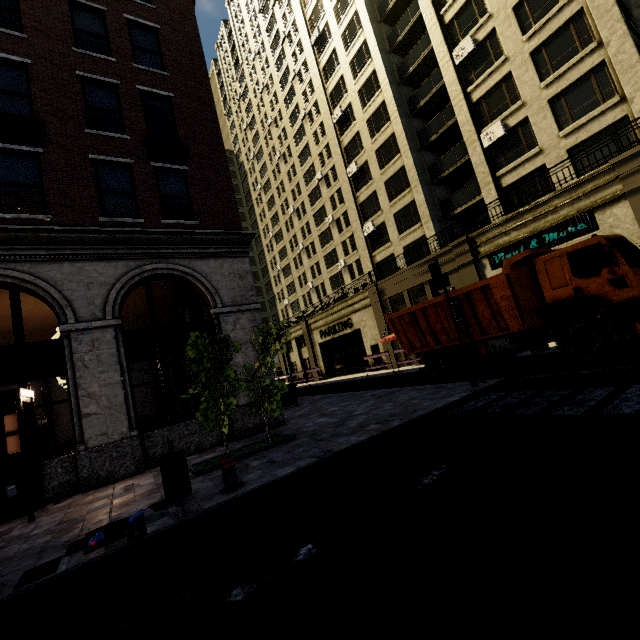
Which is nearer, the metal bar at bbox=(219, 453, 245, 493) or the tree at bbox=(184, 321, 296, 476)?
the metal bar at bbox=(219, 453, 245, 493)

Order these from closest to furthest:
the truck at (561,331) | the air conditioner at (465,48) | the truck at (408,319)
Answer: the truck at (561,331) → the truck at (408,319) → the air conditioner at (465,48)

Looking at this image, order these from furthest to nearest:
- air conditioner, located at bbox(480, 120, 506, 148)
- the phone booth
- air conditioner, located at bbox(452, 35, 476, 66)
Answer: air conditioner, located at bbox(452, 35, 476, 66), air conditioner, located at bbox(480, 120, 506, 148), the phone booth

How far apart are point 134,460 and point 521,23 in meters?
27.7 m

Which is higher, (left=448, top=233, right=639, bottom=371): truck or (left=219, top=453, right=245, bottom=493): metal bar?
(left=448, top=233, right=639, bottom=371): truck

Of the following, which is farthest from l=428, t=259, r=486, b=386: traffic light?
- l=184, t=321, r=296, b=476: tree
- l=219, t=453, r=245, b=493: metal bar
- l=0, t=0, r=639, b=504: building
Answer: l=219, t=453, r=245, b=493: metal bar

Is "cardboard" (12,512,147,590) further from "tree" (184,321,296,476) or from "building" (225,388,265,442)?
"building" (225,388,265,442)

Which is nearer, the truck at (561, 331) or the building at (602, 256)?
the truck at (561, 331)
